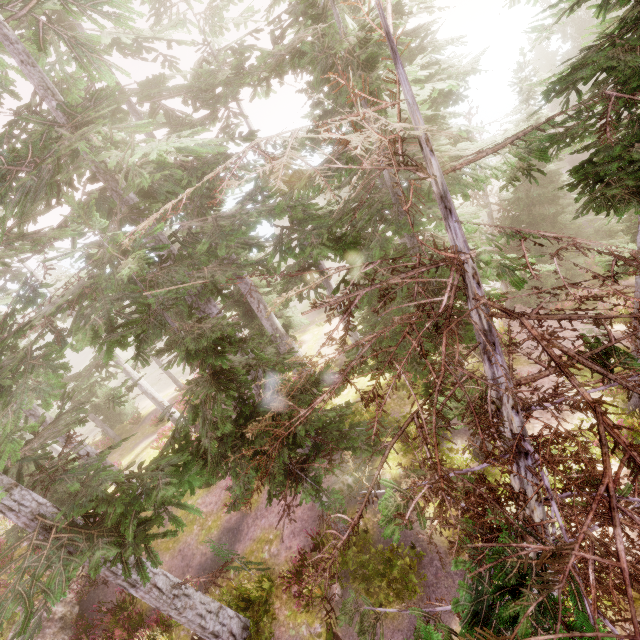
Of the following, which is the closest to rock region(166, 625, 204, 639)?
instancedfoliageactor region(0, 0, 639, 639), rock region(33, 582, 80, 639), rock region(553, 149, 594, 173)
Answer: instancedfoliageactor region(0, 0, 639, 639)

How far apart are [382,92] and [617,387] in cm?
693

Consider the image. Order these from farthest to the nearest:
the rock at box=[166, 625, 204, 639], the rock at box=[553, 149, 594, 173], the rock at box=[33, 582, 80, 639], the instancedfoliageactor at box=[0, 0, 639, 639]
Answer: the rock at box=[553, 149, 594, 173] < the rock at box=[33, 582, 80, 639] < the rock at box=[166, 625, 204, 639] < the instancedfoliageactor at box=[0, 0, 639, 639]

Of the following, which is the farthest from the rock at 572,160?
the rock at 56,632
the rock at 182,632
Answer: the rock at 56,632

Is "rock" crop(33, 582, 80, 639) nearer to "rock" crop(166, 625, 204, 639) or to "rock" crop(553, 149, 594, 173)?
"rock" crop(166, 625, 204, 639)

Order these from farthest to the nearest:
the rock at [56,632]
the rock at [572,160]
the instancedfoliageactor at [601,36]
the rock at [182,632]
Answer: the rock at [572,160] < the rock at [56,632] < the rock at [182,632] < the instancedfoliageactor at [601,36]

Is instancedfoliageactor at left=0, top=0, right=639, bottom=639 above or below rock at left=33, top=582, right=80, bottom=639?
above
